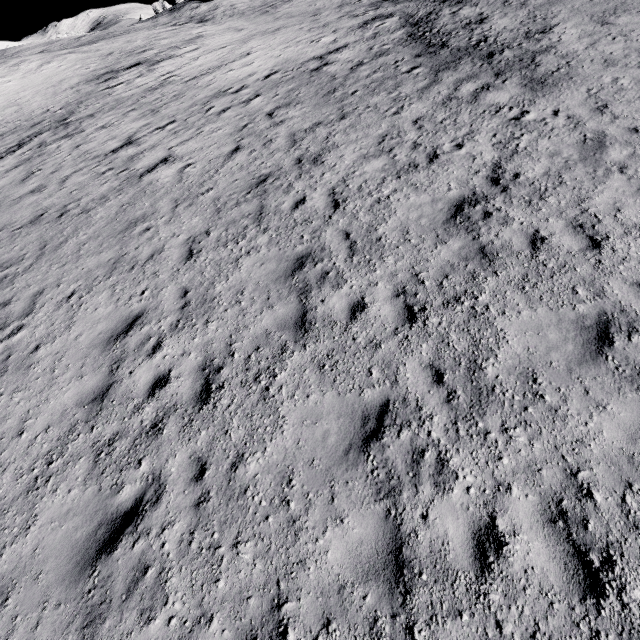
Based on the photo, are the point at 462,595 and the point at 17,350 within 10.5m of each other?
yes
